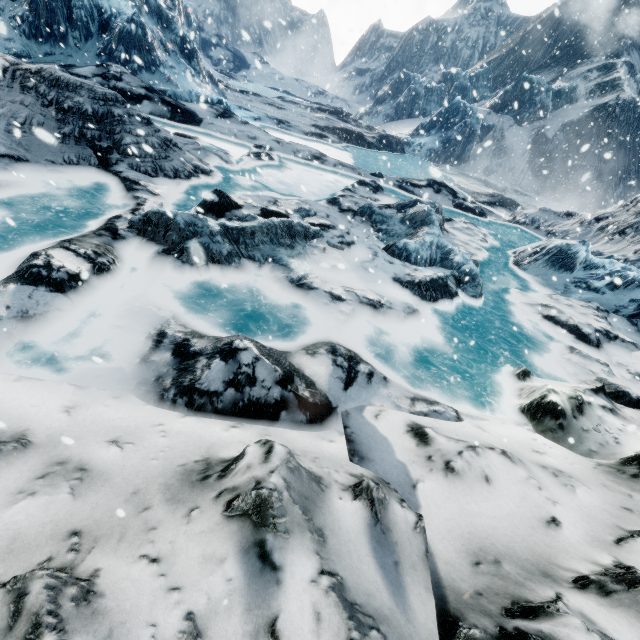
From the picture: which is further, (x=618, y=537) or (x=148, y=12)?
(x=148, y=12)
